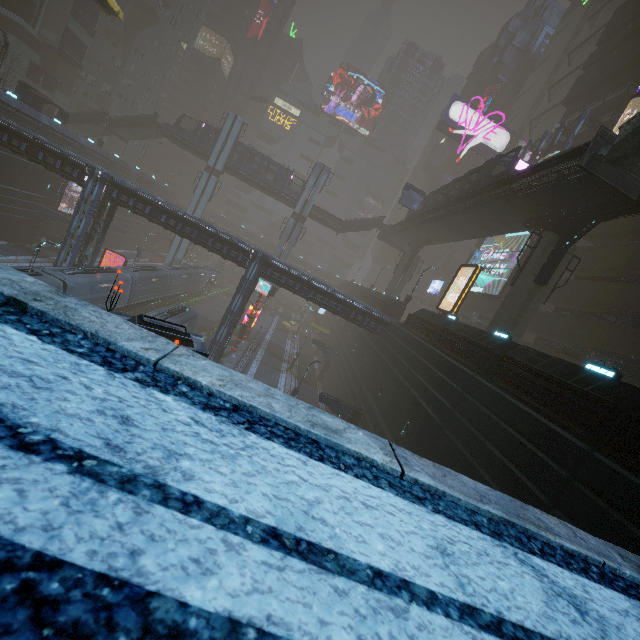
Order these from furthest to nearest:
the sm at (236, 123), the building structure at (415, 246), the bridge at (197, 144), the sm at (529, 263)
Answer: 1. the bridge at (197, 144)
2. the sm at (236, 123)
3. the building structure at (415, 246)
4. the sm at (529, 263)

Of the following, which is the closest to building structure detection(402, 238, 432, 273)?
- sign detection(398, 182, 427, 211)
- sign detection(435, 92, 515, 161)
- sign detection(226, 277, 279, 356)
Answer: sign detection(398, 182, 427, 211)

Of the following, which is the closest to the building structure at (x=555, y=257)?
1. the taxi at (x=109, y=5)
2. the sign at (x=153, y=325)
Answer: the sign at (x=153, y=325)

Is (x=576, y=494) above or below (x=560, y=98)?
below

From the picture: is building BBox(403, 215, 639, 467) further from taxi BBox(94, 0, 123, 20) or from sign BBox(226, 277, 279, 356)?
taxi BBox(94, 0, 123, 20)

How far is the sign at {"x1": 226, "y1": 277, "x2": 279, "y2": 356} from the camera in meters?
34.6

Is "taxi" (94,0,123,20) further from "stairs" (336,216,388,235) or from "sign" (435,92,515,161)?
"sign" (435,92,515,161)

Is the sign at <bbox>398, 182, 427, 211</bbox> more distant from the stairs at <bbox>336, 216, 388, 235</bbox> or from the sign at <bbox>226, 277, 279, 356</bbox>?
the sign at <bbox>226, 277, 279, 356</bbox>
